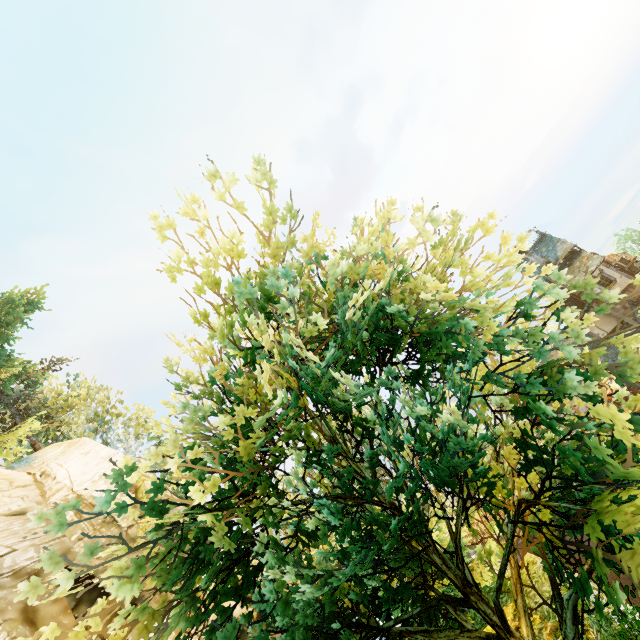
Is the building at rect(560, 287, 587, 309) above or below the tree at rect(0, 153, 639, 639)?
below

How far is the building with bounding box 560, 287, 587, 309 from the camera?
28.72m

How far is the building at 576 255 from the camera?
26.3 meters

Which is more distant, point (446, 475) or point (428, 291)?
point (446, 475)

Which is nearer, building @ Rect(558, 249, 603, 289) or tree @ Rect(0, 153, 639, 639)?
tree @ Rect(0, 153, 639, 639)

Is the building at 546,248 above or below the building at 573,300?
above

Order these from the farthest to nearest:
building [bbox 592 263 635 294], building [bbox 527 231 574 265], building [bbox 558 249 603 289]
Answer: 1. building [bbox 527 231 574 265]
2. building [bbox 558 249 603 289]
3. building [bbox 592 263 635 294]
